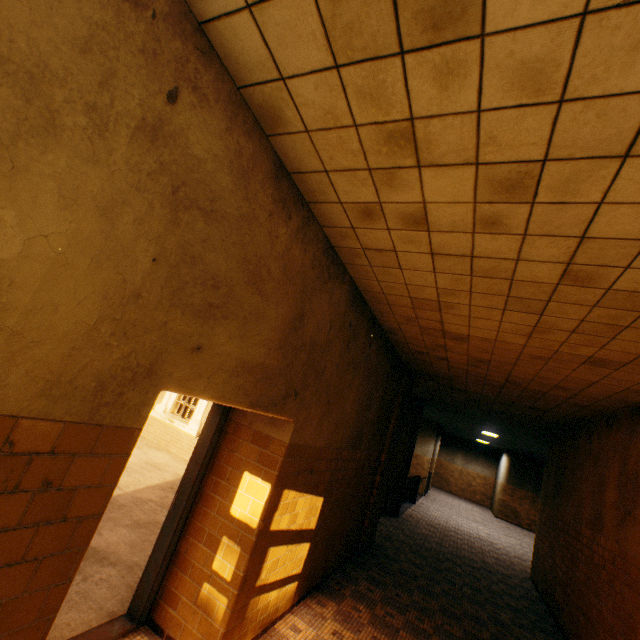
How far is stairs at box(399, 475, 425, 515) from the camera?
12.9m

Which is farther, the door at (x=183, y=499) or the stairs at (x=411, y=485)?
the stairs at (x=411, y=485)

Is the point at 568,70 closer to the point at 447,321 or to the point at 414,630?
the point at 447,321

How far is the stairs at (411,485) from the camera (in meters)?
12.87

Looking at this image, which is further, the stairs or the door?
the stairs
